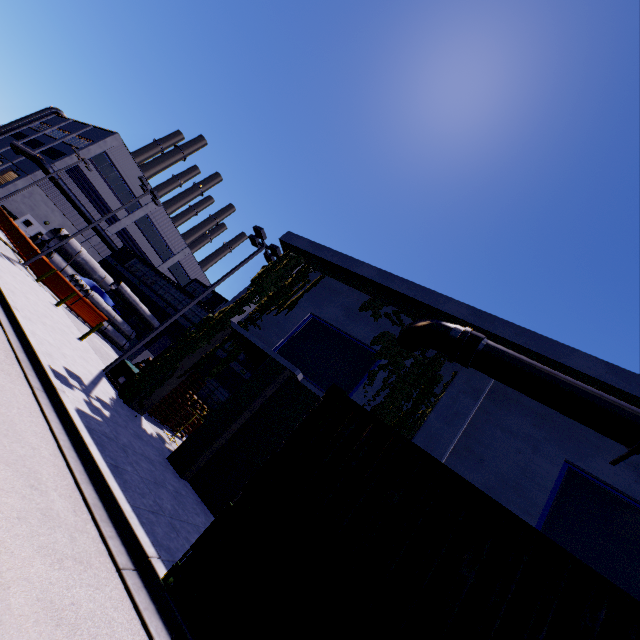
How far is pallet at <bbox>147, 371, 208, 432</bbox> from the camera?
15.25m

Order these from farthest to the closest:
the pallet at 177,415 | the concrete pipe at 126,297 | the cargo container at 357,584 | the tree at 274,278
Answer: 1. the concrete pipe at 126,297
2. the pallet at 177,415
3. the tree at 274,278
4. the cargo container at 357,584

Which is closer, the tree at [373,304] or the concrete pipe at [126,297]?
the tree at [373,304]

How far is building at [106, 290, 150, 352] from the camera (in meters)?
28.37

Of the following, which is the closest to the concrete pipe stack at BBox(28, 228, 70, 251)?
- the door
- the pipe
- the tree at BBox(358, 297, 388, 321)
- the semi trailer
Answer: the tree at BBox(358, 297, 388, 321)

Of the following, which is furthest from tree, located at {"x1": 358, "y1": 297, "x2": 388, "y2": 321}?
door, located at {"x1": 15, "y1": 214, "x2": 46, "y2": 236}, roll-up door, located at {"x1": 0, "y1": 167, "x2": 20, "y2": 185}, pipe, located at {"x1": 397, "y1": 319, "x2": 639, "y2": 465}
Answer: door, located at {"x1": 15, "y1": 214, "x2": 46, "y2": 236}

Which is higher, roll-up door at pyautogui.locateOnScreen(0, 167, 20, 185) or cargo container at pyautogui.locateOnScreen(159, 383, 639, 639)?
roll-up door at pyautogui.locateOnScreen(0, 167, 20, 185)

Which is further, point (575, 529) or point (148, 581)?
point (575, 529)
